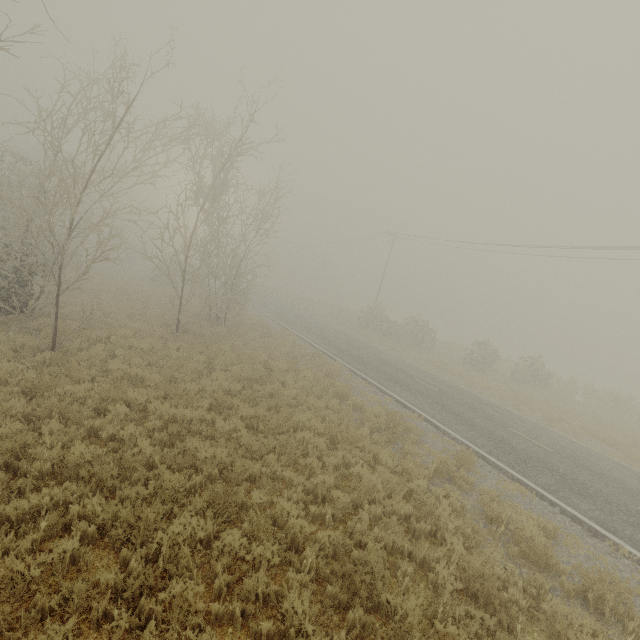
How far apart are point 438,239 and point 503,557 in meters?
28.5
